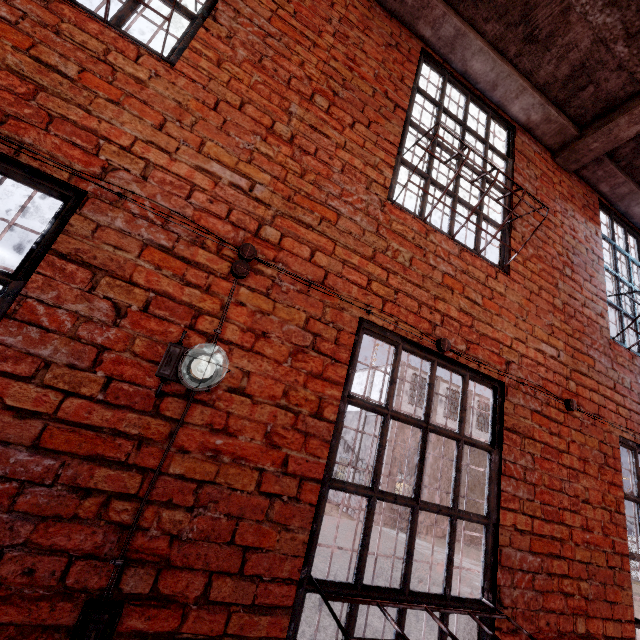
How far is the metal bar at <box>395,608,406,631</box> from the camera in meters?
1.8 m

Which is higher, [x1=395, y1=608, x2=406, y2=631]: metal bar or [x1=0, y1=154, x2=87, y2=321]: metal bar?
[x1=0, y1=154, x2=87, y2=321]: metal bar

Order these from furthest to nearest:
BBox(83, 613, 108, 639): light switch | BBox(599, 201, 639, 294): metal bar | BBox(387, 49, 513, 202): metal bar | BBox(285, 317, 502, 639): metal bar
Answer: BBox(599, 201, 639, 294): metal bar < BBox(387, 49, 513, 202): metal bar < BBox(285, 317, 502, 639): metal bar < BBox(83, 613, 108, 639): light switch

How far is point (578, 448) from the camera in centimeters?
275cm

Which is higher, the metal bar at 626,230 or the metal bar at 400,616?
the metal bar at 626,230

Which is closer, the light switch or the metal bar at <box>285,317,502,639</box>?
the light switch

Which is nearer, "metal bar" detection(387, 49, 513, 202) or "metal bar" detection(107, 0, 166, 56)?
"metal bar" detection(107, 0, 166, 56)

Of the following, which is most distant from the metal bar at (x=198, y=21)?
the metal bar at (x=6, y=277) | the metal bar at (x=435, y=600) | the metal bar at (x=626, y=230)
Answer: the metal bar at (x=626, y=230)
